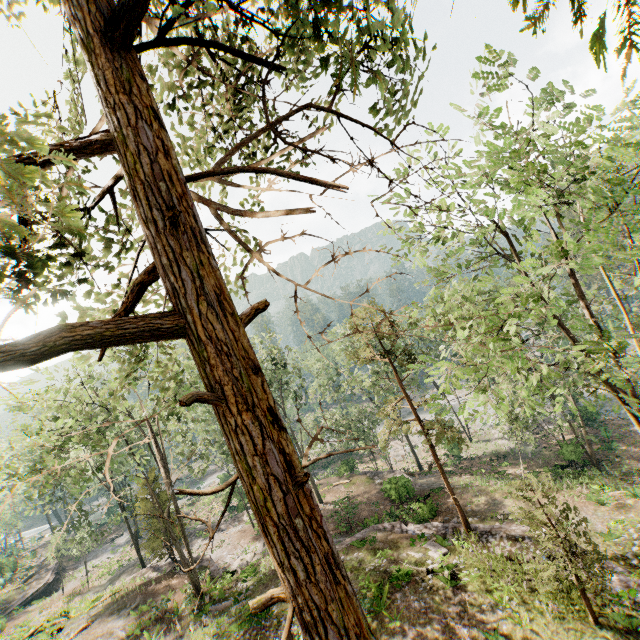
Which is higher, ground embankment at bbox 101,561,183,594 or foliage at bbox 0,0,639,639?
foliage at bbox 0,0,639,639

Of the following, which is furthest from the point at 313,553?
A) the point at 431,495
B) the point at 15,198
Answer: the point at 431,495

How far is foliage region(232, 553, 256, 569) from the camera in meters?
26.1

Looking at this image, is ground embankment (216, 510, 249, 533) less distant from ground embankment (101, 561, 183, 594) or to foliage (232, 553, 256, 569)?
foliage (232, 553, 256, 569)

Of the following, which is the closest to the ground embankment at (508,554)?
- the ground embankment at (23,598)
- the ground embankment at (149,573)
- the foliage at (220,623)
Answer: the foliage at (220,623)

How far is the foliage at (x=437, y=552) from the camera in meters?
15.2 m
